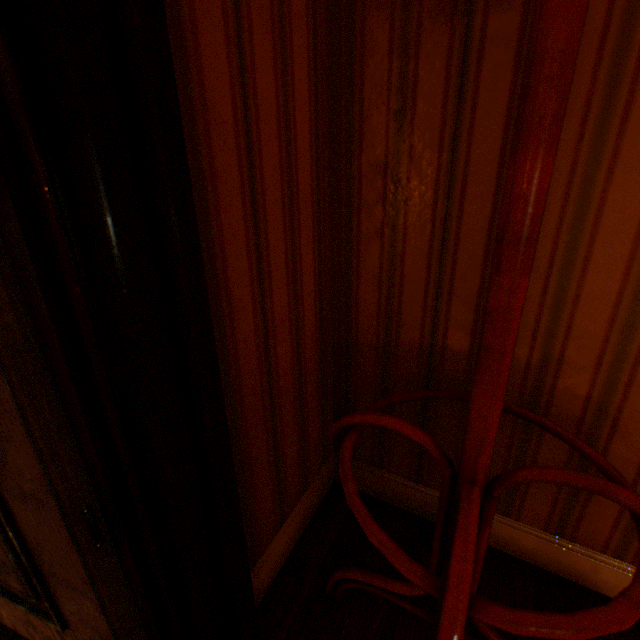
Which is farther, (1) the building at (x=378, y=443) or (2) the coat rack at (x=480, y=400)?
(1) the building at (x=378, y=443)

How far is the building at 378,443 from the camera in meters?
1.3

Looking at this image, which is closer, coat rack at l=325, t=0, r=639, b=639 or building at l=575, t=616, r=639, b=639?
coat rack at l=325, t=0, r=639, b=639

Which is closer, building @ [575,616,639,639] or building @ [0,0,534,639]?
building @ [0,0,534,639]

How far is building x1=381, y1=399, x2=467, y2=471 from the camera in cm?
115

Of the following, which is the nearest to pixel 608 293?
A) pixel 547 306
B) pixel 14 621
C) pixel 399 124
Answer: pixel 547 306
